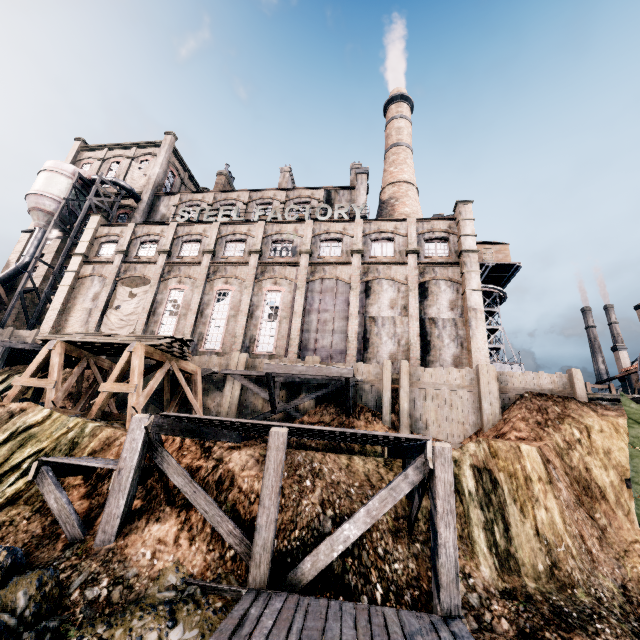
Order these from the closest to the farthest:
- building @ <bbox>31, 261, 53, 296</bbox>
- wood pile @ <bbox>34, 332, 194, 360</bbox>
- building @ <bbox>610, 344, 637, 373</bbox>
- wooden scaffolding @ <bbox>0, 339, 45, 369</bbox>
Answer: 1. wood pile @ <bbox>34, 332, 194, 360</bbox>
2. wooden scaffolding @ <bbox>0, 339, 45, 369</bbox>
3. building @ <bbox>31, 261, 53, 296</bbox>
4. building @ <bbox>610, 344, 637, 373</bbox>

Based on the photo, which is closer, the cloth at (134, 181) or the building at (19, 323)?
the building at (19, 323)

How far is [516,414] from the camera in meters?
17.0 m

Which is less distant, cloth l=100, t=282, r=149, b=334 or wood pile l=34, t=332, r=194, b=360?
wood pile l=34, t=332, r=194, b=360

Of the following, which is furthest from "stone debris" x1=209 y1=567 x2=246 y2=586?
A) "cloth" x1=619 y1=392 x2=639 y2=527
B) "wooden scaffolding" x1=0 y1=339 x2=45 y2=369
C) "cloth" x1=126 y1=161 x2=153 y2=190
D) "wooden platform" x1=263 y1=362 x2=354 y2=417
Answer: "cloth" x1=126 y1=161 x2=153 y2=190

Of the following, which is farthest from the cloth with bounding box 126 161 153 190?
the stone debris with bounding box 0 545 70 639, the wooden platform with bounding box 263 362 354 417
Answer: the stone debris with bounding box 0 545 70 639

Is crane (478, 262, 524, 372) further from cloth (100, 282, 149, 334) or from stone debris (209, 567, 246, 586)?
cloth (100, 282, 149, 334)

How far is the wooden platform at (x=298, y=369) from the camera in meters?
17.2 m
